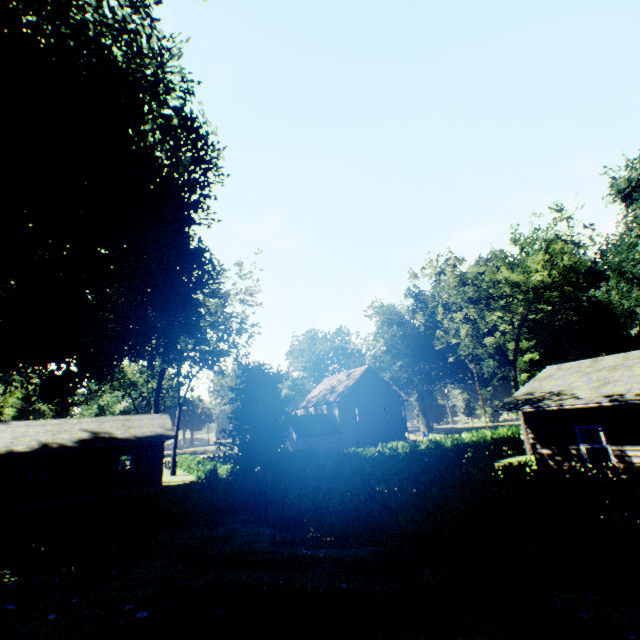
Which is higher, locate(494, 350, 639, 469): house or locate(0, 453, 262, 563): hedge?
locate(494, 350, 639, 469): house

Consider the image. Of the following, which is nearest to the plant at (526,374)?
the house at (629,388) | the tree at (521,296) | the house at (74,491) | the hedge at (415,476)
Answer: the tree at (521,296)

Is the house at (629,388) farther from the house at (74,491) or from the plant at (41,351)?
the house at (74,491)

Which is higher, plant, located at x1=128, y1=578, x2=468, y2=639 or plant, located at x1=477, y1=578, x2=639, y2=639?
plant, located at x1=128, y1=578, x2=468, y2=639

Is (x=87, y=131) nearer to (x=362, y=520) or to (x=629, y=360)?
(x=362, y=520)

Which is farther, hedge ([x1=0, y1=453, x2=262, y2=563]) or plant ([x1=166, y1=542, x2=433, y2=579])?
hedge ([x1=0, y1=453, x2=262, y2=563])

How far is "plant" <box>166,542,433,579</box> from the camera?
6.0m

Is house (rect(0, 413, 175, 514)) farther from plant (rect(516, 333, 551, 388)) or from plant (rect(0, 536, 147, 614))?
plant (rect(516, 333, 551, 388))
